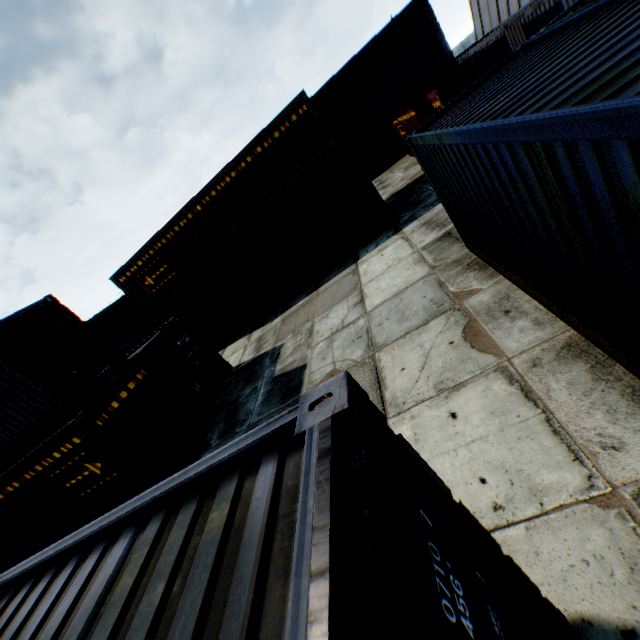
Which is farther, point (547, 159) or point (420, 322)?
point (420, 322)
